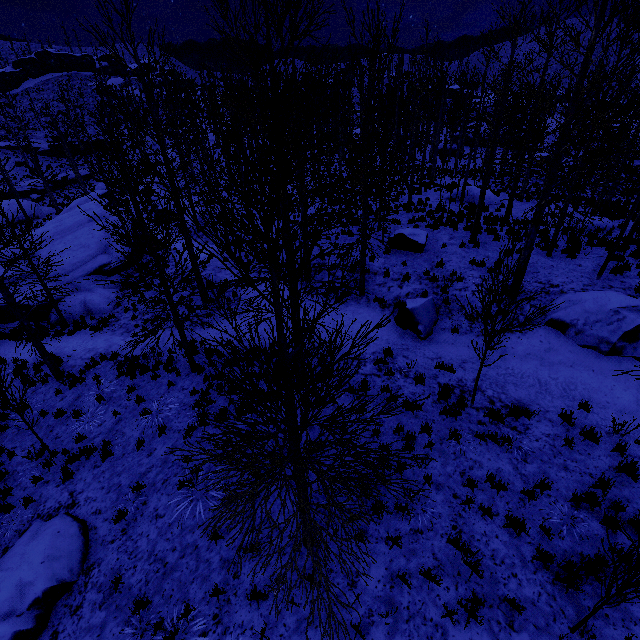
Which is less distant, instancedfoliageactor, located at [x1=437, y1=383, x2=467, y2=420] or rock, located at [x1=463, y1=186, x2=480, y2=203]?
instancedfoliageactor, located at [x1=437, y1=383, x2=467, y2=420]

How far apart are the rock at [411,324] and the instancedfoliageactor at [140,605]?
9.0 meters

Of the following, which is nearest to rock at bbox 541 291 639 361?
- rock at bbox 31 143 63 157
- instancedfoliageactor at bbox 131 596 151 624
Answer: instancedfoliageactor at bbox 131 596 151 624

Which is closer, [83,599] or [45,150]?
[83,599]

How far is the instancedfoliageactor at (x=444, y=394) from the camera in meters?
7.7 m

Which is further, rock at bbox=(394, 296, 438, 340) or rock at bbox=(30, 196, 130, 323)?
rock at bbox=(30, 196, 130, 323)

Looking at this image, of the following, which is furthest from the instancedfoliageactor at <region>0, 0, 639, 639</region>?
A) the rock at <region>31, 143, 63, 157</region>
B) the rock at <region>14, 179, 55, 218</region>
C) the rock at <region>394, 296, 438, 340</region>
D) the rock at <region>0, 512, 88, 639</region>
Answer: the rock at <region>31, 143, 63, 157</region>

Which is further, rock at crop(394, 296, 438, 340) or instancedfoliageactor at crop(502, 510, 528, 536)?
rock at crop(394, 296, 438, 340)
